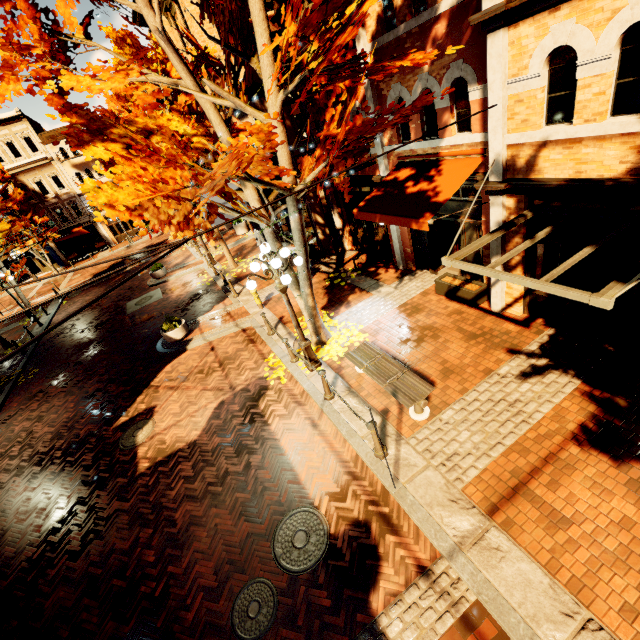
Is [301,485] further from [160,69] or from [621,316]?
[160,69]

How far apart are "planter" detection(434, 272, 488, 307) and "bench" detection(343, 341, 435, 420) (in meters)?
3.18

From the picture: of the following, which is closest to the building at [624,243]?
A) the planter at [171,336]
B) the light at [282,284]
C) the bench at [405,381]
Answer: the bench at [405,381]

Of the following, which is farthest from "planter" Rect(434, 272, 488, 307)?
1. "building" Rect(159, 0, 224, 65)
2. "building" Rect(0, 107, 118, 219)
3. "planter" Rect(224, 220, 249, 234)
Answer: "building" Rect(0, 107, 118, 219)

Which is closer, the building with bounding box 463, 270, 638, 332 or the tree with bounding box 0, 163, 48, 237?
the building with bounding box 463, 270, 638, 332

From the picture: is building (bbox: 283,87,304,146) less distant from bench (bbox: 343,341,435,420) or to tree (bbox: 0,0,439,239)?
tree (bbox: 0,0,439,239)

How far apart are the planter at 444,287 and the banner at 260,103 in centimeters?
741cm

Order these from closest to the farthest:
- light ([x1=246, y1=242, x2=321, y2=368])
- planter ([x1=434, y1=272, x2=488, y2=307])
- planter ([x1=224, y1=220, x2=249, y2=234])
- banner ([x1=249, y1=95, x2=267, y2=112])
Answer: light ([x1=246, y1=242, x2=321, y2=368]) < planter ([x1=434, y1=272, x2=488, y2=307]) < banner ([x1=249, y1=95, x2=267, y2=112]) < planter ([x1=224, y1=220, x2=249, y2=234])
